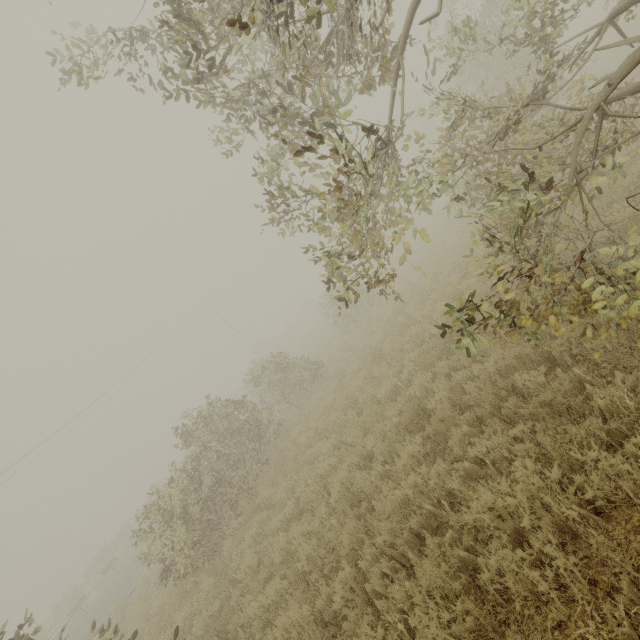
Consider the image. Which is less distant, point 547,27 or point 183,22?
point 183,22
